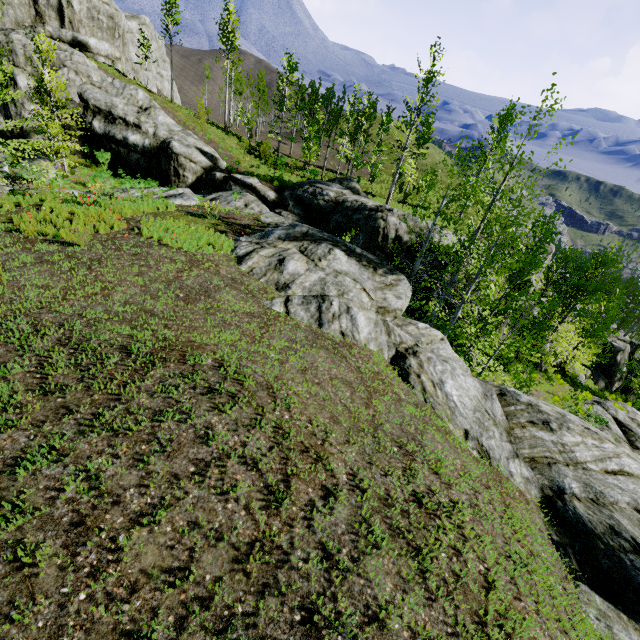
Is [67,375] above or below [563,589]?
above

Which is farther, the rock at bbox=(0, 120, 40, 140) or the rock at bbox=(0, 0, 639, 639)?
the rock at bbox=(0, 120, 40, 140)

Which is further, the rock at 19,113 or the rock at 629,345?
the rock at 629,345

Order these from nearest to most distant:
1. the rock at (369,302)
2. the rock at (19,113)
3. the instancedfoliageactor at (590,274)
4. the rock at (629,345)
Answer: the rock at (369,302), the instancedfoliageactor at (590,274), the rock at (19,113), the rock at (629,345)

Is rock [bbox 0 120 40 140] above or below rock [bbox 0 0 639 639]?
above

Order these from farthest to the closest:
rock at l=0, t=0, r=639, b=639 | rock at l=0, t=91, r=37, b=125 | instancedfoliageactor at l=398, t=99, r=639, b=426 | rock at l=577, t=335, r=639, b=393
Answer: rock at l=577, t=335, r=639, b=393 < rock at l=0, t=91, r=37, b=125 < instancedfoliageactor at l=398, t=99, r=639, b=426 < rock at l=0, t=0, r=639, b=639
